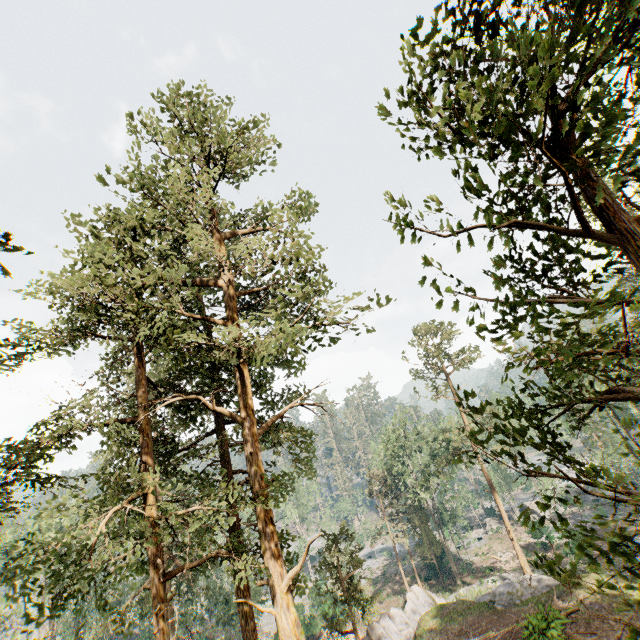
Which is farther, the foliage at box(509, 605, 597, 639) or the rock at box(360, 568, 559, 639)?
the rock at box(360, 568, 559, 639)

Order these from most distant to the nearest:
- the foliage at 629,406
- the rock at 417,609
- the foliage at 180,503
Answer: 1. the rock at 417,609
2. the foliage at 180,503
3. the foliage at 629,406

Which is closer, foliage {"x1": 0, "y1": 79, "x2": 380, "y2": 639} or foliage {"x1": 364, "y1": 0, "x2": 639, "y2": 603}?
foliage {"x1": 364, "y1": 0, "x2": 639, "y2": 603}

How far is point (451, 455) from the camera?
32.31m

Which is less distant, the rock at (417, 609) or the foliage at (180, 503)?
the foliage at (180, 503)

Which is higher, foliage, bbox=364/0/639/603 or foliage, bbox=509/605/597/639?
foliage, bbox=364/0/639/603

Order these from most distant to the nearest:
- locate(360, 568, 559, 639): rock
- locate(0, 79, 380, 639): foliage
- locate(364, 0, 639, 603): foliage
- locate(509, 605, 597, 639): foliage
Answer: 1. locate(360, 568, 559, 639): rock
2. locate(0, 79, 380, 639): foliage
3. locate(509, 605, 597, 639): foliage
4. locate(364, 0, 639, 603): foliage
